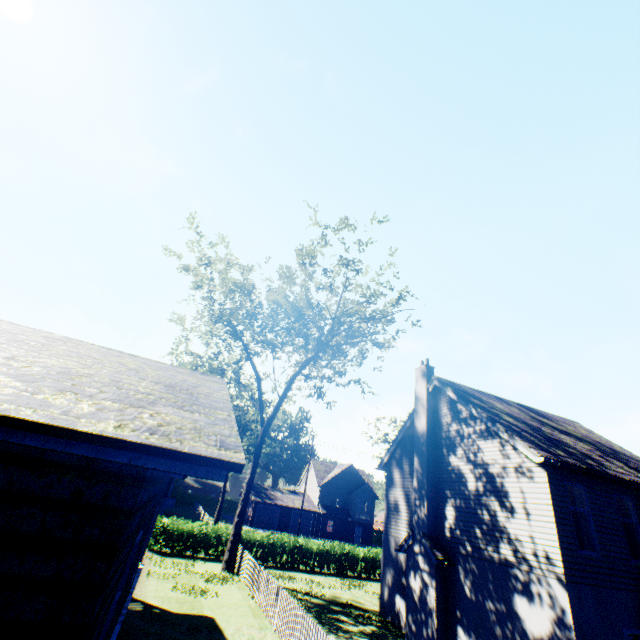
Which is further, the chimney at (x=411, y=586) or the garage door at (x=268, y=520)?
the garage door at (x=268, y=520)

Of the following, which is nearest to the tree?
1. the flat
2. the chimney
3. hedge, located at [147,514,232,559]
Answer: hedge, located at [147,514,232,559]

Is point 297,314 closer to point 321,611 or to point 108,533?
point 321,611

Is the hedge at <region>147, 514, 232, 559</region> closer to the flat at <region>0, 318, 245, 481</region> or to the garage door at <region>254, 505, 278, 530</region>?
the flat at <region>0, 318, 245, 481</region>

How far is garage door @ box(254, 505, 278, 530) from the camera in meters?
46.8

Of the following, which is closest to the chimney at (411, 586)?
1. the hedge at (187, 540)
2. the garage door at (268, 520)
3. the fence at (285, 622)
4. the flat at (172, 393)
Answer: the fence at (285, 622)

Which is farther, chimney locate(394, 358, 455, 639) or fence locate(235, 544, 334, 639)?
chimney locate(394, 358, 455, 639)

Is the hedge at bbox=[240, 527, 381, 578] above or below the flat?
below
